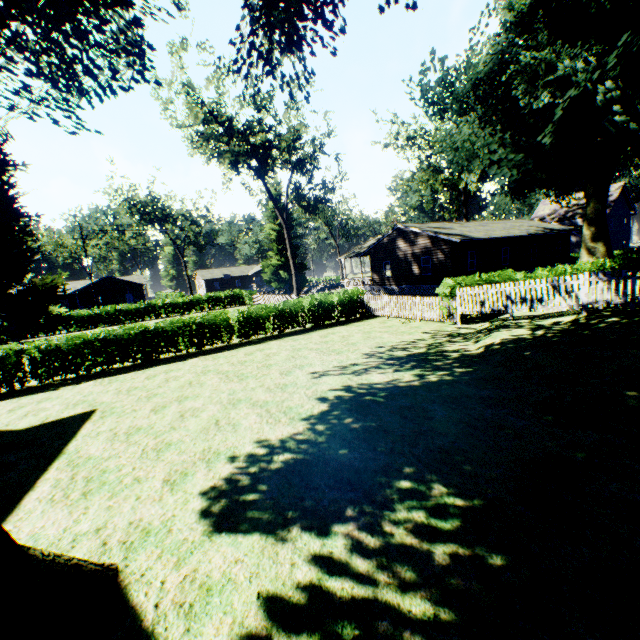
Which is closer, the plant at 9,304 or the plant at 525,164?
the plant at 525,164

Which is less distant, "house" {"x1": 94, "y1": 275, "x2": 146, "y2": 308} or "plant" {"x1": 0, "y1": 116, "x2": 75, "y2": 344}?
"plant" {"x1": 0, "y1": 116, "x2": 75, "y2": 344}

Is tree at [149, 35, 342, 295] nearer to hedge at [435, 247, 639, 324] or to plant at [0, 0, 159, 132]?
plant at [0, 0, 159, 132]

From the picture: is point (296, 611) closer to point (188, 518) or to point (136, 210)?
point (188, 518)

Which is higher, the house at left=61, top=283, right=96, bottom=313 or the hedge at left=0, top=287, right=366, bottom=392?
the house at left=61, top=283, right=96, bottom=313

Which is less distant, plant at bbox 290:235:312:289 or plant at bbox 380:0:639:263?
plant at bbox 380:0:639:263

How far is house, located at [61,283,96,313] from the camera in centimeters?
5412cm

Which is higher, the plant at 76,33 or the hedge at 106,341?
the plant at 76,33
